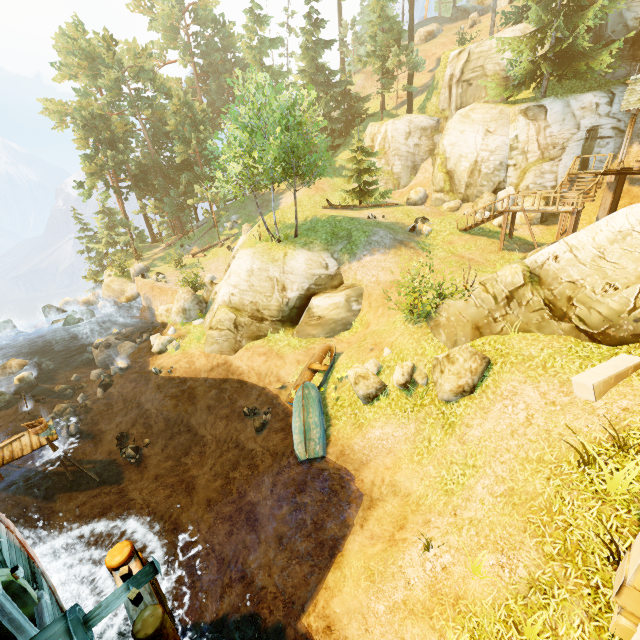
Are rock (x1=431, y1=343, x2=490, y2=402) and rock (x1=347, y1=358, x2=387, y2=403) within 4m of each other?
yes

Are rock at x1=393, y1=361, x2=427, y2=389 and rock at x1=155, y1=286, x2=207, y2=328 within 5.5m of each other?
no

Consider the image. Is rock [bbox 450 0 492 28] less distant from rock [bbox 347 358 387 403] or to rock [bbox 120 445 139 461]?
rock [bbox 347 358 387 403]

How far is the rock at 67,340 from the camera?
27.17m

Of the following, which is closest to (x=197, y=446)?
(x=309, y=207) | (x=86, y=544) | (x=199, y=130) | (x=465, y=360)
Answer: (x=86, y=544)

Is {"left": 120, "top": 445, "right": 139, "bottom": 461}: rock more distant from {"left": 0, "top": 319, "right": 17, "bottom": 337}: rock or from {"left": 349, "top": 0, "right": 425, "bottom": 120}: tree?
{"left": 0, "top": 319, "right": 17, "bottom": 337}: rock

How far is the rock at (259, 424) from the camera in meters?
14.8 m

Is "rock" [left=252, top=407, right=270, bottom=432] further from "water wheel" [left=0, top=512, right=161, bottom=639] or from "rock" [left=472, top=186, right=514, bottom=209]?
"rock" [left=472, top=186, right=514, bottom=209]
